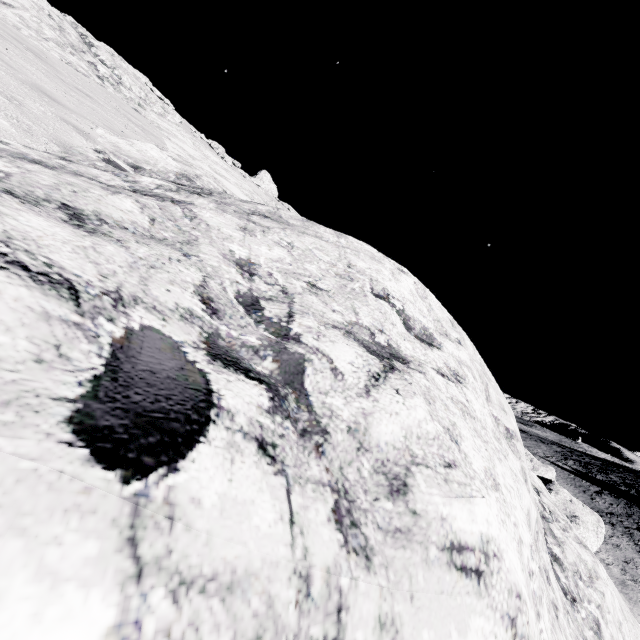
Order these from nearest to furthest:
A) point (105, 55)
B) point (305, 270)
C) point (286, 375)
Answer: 1. point (286, 375)
2. point (305, 270)
3. point (105, 55)
